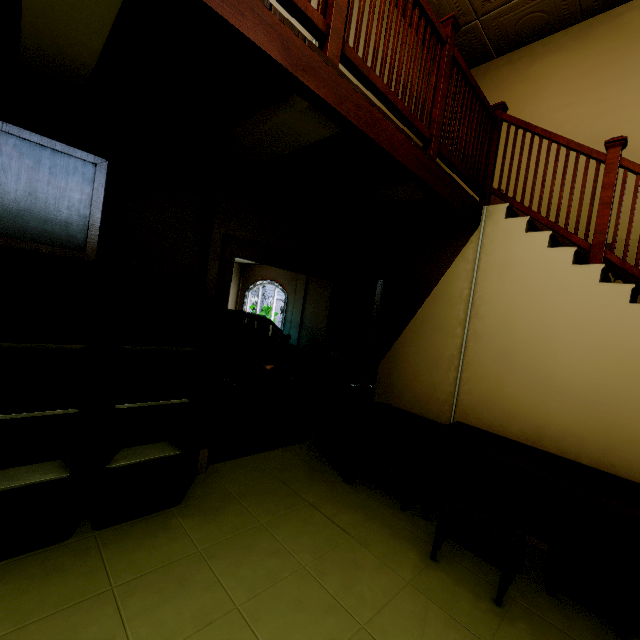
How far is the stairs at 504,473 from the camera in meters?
2.9

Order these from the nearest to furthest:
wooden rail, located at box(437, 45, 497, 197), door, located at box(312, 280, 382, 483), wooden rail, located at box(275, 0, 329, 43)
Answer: wooden rail, located at box(275, 0, 329, 43), wooden rail, located at box(437, 45, 497, 197), door, located at box(312, 280, 382, 483)

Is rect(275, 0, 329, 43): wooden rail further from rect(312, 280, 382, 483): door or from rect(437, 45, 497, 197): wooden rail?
rect(312, 280, 382, 483): door

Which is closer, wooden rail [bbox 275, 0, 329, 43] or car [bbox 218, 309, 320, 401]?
wooden rail [bbox 275, 0, 329, 43]

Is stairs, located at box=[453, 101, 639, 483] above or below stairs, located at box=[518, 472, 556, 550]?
above

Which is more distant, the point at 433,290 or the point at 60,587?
the point at 433,290

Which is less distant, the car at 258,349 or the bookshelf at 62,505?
the bookshelf at 62,505

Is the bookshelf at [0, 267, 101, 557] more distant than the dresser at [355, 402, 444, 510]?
No
